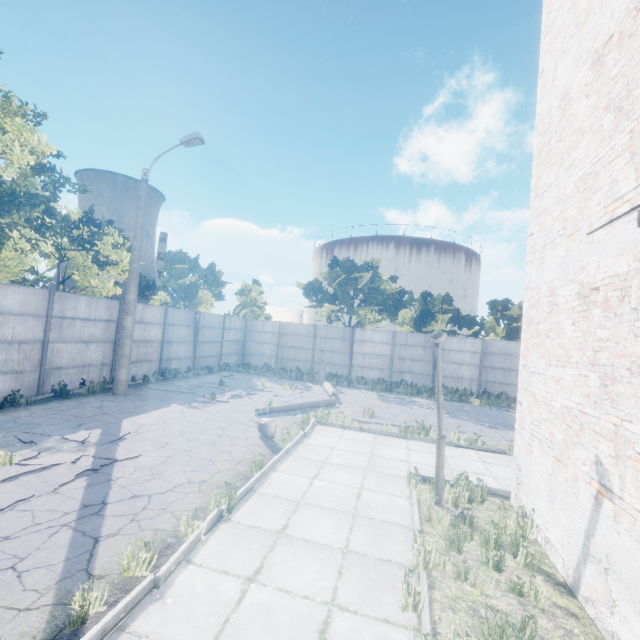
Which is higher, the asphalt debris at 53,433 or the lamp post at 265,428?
the lamp post at 265,428

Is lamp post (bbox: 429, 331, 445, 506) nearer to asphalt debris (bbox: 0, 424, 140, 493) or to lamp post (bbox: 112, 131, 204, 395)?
asphalt debris (bbox: 0, 424, 140, 493)

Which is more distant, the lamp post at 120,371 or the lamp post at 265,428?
the lamp post at 120,371

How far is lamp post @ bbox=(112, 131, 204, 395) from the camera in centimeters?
1230cm

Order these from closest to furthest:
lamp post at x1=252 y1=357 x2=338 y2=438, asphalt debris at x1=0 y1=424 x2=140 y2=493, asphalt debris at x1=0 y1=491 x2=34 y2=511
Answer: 1. asphalt debris at x1=0 y1=491 x2=34 y2=511
2. asphalt debris at x1=0 y1=424 x2=140 y2=493
3. lamp post at x1=252 y1=357 x2=338 y2=438

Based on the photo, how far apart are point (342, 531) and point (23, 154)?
15.0m

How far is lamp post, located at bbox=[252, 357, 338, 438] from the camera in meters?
8.7 m

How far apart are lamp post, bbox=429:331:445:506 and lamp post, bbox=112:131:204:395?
11.3 meters
